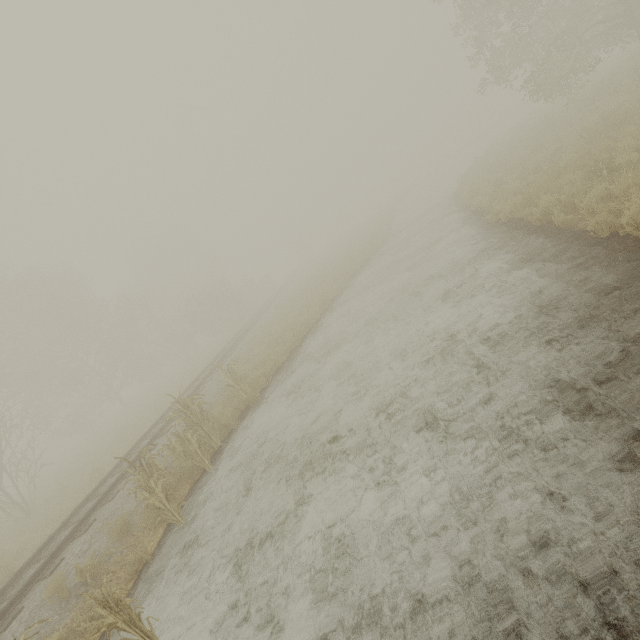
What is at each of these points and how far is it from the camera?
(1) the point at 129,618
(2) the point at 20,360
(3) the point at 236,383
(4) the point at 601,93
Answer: (1) tree, 4.37m
(2) tree, 30.09m
(3) tree, 10.87m
(4) tree, 15.18m

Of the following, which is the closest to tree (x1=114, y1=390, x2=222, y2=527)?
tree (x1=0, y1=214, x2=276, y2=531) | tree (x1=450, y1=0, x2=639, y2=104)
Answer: tree (x1=450, y1=0, x2=639, y2=104)

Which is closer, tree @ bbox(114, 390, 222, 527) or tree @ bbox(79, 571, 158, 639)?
tree @ bbox(79, 571, 158, 639)

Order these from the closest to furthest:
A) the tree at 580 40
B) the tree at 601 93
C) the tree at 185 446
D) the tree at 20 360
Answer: the tree at 185 446
the tree at 601 93
the tree at 580 40
the tree at 20 360

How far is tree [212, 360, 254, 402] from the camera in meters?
10.7

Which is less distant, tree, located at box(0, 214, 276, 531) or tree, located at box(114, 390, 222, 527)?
tree, located at box(114, 390, 222, 527)

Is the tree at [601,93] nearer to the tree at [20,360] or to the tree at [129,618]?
the tree at [20,360]
